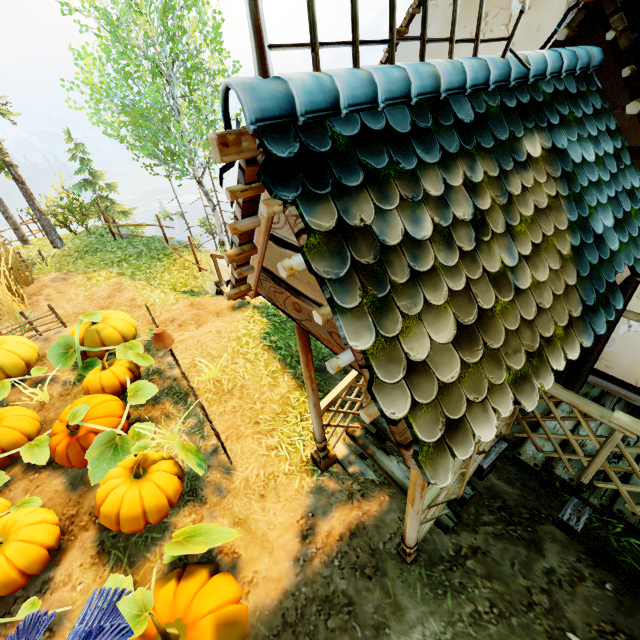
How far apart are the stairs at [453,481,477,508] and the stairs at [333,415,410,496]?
0.1 meters

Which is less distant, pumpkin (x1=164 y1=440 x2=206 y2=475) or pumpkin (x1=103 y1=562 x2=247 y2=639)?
pumpkin (x1=103 y1=562 x2=247 y2=639)

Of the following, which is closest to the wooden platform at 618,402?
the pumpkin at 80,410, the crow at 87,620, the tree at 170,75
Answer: the pumpkin at 80,410

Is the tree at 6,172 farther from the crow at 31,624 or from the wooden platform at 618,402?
the crow at 31,624

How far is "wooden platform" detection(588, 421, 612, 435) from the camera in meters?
3.9

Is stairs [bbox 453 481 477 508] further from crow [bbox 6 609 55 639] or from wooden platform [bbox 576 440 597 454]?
crow [bbox 6 609 55 639]

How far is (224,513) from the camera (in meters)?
4.36

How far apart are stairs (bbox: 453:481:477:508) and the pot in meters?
3.7 m
